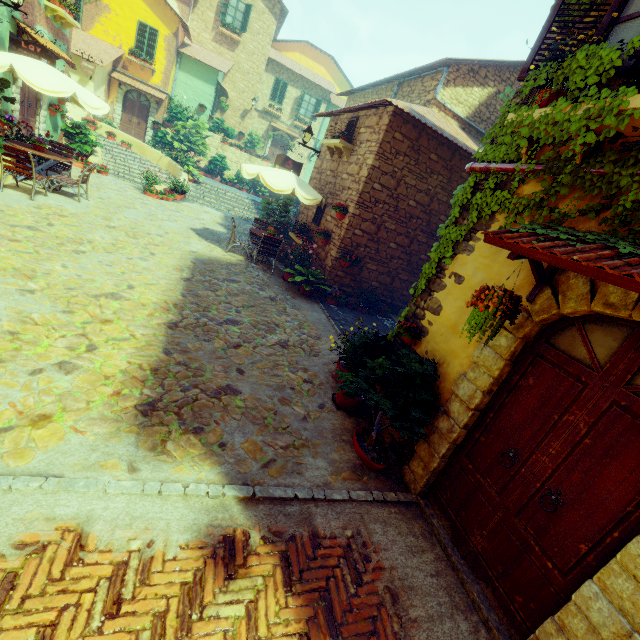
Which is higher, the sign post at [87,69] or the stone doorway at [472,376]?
the sign post at [87,69]

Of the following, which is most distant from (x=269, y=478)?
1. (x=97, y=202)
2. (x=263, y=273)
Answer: (x=97, y=202)

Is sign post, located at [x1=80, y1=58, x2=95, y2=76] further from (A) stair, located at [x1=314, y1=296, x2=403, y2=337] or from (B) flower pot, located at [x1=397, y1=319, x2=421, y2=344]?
(B) flower pot, located at [x1=397, y1=319, x2=421, y2=344]

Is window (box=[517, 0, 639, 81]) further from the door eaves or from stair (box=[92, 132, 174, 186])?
stair (box=[92, 132, 174, 186])

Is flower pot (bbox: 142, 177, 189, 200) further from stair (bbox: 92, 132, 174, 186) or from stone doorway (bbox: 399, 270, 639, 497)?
stone doorway (bbox: 399, 270, 639, 497)

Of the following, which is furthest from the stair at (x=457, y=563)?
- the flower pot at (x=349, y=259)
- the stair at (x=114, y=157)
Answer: the stair at (x=114, y=157)

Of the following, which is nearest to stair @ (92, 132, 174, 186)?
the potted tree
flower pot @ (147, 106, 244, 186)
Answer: flower pot @ (147, 106, 244, 186)

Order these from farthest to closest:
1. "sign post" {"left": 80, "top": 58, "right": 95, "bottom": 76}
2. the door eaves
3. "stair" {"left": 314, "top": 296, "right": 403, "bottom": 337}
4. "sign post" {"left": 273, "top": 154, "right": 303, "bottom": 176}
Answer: "sign post" {"left": 80, "top": 58, "right": 95, "bottom": 76} < "sign post" {"left": 273, "top": 154, "right": 303, "bottom": 176} < "stair" {"left": 314, "top": 296, "right": 403, "bottom": 337} < the door eaves
